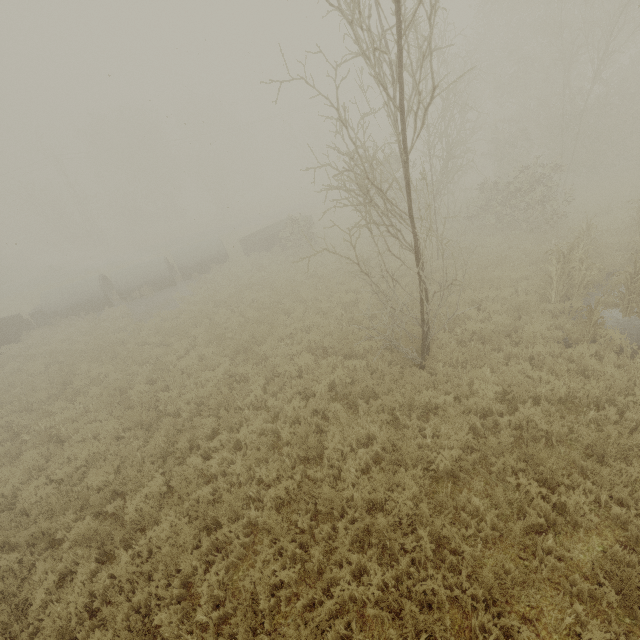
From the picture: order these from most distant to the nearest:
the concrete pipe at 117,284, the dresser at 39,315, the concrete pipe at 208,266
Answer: the concrete pipe at 208,266 < the concrete pipe at 117,284 < the dresser at 39,315

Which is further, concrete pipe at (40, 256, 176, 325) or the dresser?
concrete pipe at (40, 256, 176, 325)

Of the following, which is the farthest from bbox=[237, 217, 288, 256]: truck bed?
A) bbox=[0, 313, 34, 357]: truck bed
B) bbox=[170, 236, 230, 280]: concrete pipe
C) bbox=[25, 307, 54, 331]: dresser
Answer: bbox=[0, 313, 34, 357]: truck bed

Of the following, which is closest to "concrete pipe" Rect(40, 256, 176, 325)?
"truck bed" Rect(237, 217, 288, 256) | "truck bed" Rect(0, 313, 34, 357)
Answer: "truck bed" Rect(0, 313, 34, 357)

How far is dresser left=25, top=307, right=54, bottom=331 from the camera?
19.42m

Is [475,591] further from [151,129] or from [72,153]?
[151,129]

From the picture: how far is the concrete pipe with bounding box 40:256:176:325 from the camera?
20.1 meters

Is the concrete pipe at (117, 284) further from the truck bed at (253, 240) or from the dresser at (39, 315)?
the truck bed at (253, 240)
